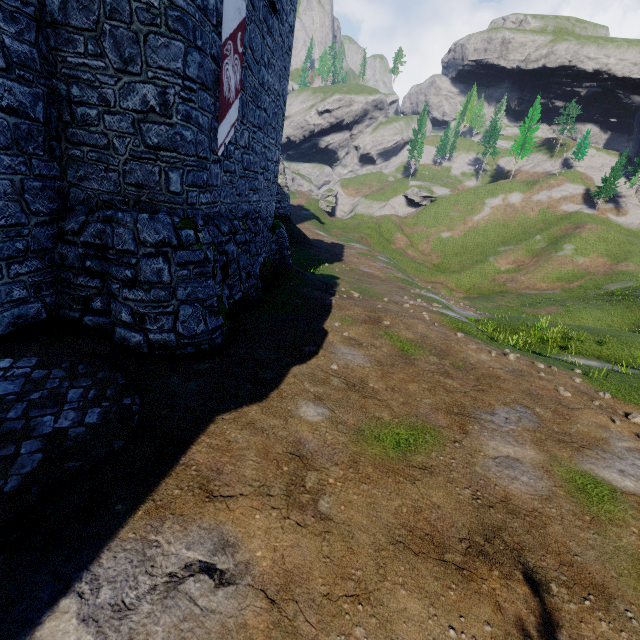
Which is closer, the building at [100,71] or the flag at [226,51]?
the building at [100,71]

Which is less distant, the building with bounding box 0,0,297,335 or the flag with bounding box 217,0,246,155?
the building with bounding box 0,0,297,335

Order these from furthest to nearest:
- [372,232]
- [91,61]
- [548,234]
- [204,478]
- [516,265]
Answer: [372,232] → [548,234] → [516,265] → [91,61] → [204,478]
